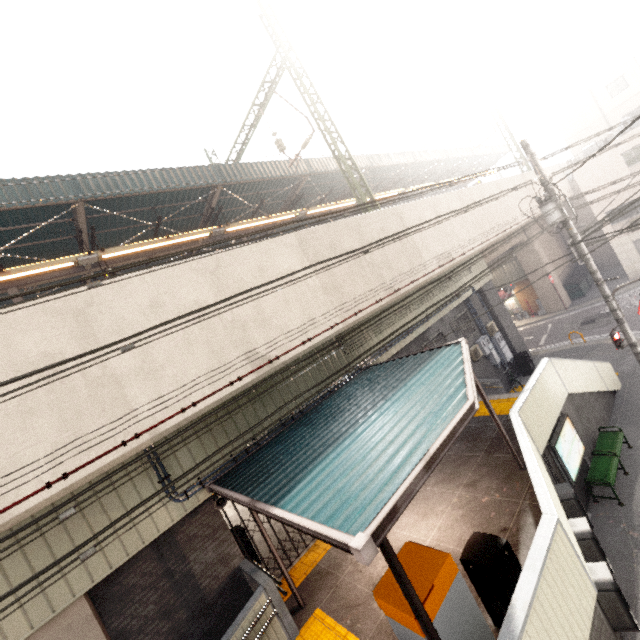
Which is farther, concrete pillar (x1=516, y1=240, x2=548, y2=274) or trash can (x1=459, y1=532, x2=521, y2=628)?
concrete pillar (x1=516, y1=240, x2=548, y2=274)

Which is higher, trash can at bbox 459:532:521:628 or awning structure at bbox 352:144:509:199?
awning structure at bbox 352:144:509:199

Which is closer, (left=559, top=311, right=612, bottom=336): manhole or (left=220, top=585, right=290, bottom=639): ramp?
(left=220, top=585, right=290, bottom=639): ramp

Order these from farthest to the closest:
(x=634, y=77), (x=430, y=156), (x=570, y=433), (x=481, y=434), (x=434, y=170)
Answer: (x=434, y=170) < (x=634, y=77) < (x=430, y=156) < (x=481, y=434) < (x=570, y=433)

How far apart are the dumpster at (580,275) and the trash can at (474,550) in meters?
25.4 m

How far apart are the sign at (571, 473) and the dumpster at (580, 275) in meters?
19.6

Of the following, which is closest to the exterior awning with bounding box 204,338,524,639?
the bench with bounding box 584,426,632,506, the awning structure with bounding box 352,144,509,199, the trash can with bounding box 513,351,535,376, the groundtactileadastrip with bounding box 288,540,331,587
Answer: the groundtactileadastrip with bounding box 288,540,331,587

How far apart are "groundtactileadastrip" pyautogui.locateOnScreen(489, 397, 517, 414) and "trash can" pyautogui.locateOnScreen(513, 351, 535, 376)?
6.6 meters
